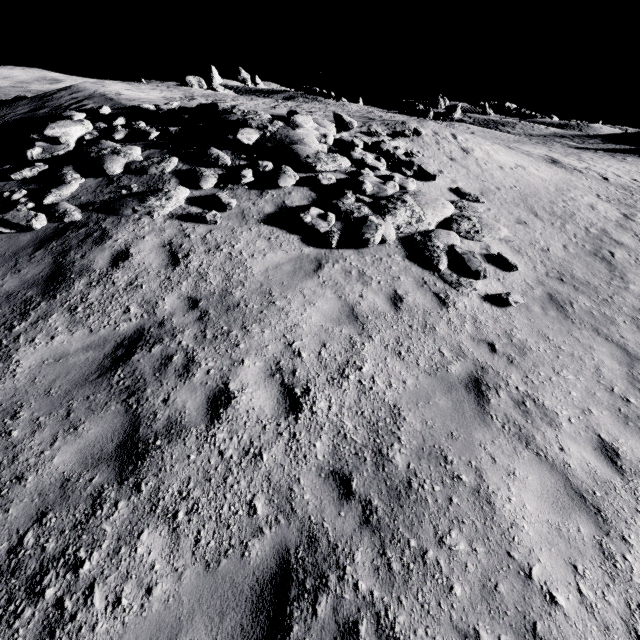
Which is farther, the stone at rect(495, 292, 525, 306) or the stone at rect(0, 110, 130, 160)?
the stone at rect(0, 110, 130, 160)

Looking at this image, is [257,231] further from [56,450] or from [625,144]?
[625,144]

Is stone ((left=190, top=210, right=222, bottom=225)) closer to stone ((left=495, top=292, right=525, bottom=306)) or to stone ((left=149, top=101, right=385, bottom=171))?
stone ((left=149, top=101, right=385, bottom=171))

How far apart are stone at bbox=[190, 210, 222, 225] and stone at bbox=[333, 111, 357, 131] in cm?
779

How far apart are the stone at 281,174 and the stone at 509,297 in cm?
622

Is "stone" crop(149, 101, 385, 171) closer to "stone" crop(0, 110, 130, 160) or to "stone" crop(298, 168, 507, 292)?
"stone" crop(298, 168, 507, 292)

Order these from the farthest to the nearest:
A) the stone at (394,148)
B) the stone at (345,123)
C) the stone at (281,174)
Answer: the stone at (345,123) → the stone at (394,148) → the stone at (281,174)

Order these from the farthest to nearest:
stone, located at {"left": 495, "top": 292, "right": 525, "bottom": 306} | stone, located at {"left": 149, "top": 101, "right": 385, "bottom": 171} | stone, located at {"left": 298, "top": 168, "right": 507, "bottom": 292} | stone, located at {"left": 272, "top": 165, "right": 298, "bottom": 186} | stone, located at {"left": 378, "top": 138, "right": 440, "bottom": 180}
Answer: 1. stone, located at {"left": 378, "top": 138, "right": 440, "bottom": 180}
2. stone, located at {"left": 149, "top": 101, "right": 385, "bottom": 171}
3. stone, located at {"left": 272, "top": 165, "right": 298, "bottom": 186}
4. stone, located at {"left": 298, "top": 168, "right": 507, "bottom": 292}
5. stone, located at {"left": 495, "top": 292, "right": 525, "bottom": 306}
